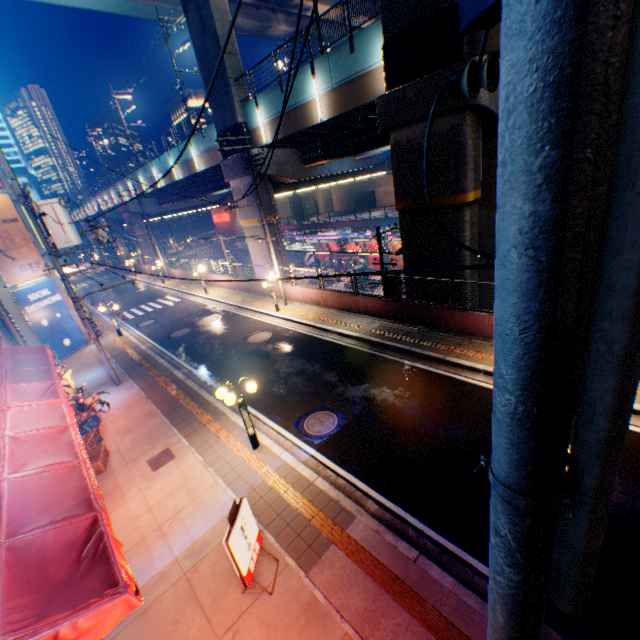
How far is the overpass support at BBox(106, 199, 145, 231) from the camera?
43.6 meters

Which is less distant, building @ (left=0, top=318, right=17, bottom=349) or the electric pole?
the electric pole

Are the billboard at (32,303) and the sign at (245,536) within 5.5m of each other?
no

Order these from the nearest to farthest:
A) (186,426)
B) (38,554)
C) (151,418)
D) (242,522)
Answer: (38,554) < (242,522) < (186,426) < (151,418)

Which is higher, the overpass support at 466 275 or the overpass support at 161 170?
the overpass support at 161 170

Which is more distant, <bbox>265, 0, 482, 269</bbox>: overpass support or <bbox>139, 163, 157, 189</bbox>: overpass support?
<bbox>139, 163, 157, 189</bbox>: overpass support

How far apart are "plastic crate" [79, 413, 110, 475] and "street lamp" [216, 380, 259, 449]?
4.4m

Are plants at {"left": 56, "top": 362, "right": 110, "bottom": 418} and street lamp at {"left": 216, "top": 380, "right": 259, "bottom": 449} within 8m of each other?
yes
